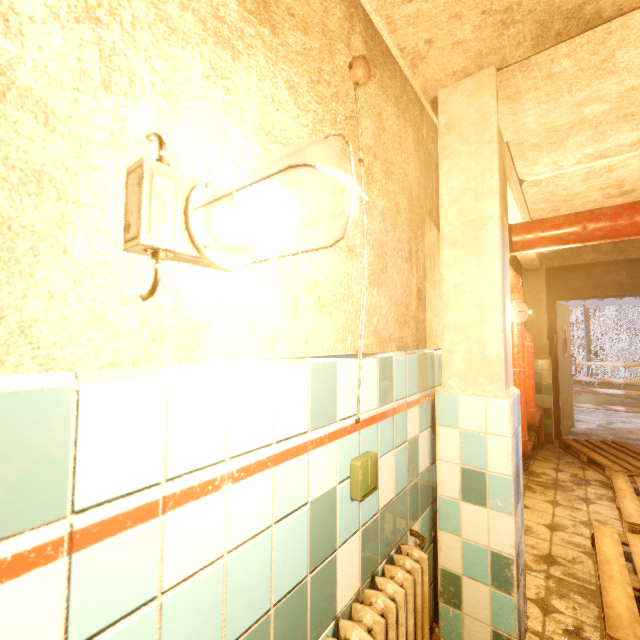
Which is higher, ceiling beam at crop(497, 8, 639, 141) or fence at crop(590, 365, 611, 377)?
ceiling beam at crop(497, 8, 639, 141)

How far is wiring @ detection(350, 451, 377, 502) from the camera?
1.1m

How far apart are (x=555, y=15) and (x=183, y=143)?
1.81m

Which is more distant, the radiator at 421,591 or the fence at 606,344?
the fence at 606,344

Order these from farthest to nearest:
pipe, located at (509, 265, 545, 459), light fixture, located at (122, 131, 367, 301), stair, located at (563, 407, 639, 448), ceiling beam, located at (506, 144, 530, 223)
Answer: stair, located at (563, 407, 639, 448)
pipe, located at (509, 265, 545, 459)
ceiling beam, located at (506, 144, 530, 223)
light fixture, located at (122, 131, 367, 301)

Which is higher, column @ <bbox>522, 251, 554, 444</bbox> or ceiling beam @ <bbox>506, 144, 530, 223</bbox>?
ceiling beam @ <bbox>506, 144, 530, 223</bbox>

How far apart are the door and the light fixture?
5.9 meters

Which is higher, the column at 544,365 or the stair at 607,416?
the column at 544,365
